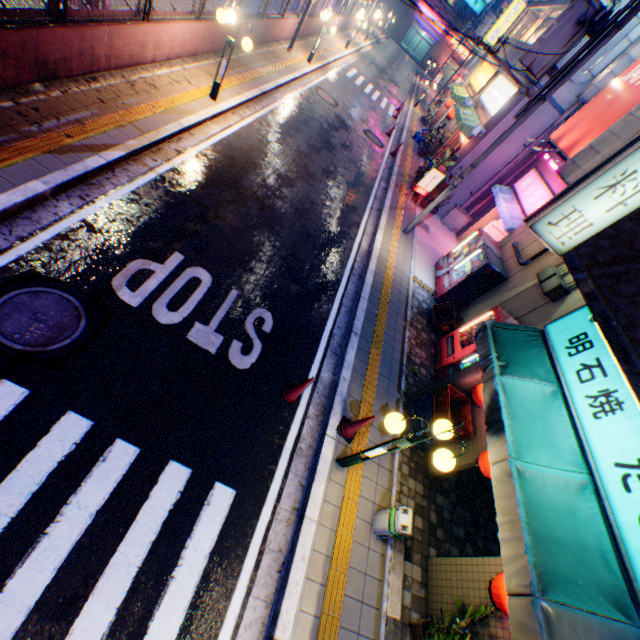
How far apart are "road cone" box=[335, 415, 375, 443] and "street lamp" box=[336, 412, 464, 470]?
0.4m

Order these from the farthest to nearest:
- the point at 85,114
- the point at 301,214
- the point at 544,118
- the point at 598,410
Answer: the point at 544,118
the point at 301,214
the point at 85,114
the point at 598,410

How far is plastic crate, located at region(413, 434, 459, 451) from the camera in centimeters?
645cm

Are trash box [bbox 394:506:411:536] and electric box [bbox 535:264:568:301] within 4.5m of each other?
no

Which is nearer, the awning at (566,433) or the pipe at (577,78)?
the awning at (566,433)

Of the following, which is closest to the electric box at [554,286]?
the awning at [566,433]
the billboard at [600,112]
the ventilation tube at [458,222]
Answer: the awning at [566,433]

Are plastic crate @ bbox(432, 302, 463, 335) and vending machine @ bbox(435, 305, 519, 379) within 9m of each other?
yes

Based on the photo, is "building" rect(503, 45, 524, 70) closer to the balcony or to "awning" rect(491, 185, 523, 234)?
"awning" rect(491, 185, 523, 234)
